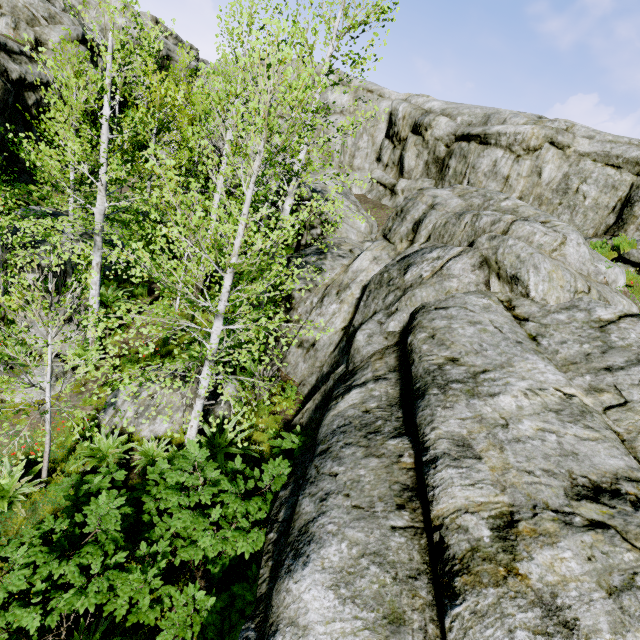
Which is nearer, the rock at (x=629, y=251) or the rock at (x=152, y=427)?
the rock at (x=629, y=251)

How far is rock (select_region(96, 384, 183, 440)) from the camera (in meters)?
8.00

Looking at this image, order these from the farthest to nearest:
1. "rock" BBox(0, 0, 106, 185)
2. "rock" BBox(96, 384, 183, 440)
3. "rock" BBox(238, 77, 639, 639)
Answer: "rock" BBox(0, 0, 106, 185) < "rock" BBox(96, 384, 183, 440) < "rock" BBox(238, 77, 639, 639)

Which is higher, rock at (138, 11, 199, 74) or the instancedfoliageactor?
rock at (138, 11, 199, 74)

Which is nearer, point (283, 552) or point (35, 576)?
point (283, 552)

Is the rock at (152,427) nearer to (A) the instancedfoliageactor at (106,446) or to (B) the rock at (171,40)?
(A) the instancedfoliageactor at (106,446)

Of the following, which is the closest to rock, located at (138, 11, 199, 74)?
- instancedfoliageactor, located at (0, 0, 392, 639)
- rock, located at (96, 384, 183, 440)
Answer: instancedfoliageactor, located at (0, 0, 392, 639)
